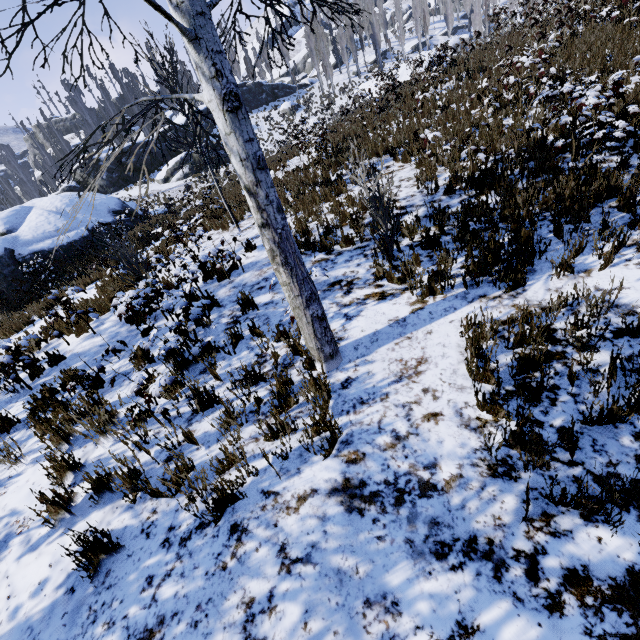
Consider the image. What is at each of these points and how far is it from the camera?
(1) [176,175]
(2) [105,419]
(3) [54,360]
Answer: (1) rock, 31.6m
(2) instancedfoliageactor, 4.1m
(3) instancedfoliageactor, 6.2m

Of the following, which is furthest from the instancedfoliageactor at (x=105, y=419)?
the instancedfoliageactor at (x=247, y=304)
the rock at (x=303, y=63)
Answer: the instancedfoliageactor at (x=247, y=304)

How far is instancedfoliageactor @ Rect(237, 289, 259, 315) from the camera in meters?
5.5

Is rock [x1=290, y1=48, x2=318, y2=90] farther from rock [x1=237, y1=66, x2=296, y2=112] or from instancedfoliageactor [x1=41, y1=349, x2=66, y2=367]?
rock [x1=237, y1=66, x2=296, y2=112]

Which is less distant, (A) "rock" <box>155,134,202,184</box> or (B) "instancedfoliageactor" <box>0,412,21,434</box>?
(B) "instancedfoliageactor" <box>0,412,21,434</box>

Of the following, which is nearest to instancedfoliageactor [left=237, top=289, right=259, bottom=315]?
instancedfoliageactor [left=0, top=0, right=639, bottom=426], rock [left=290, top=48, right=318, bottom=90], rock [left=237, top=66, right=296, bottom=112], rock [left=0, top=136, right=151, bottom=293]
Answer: instancedfoliageactor [left=0, top=0, right=639, bottom=426]

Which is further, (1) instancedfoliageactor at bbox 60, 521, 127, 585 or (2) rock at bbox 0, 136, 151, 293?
(2) rock at bbox 0, 136, 151, 293

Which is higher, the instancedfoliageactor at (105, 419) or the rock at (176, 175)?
the rock at (176, 175)
